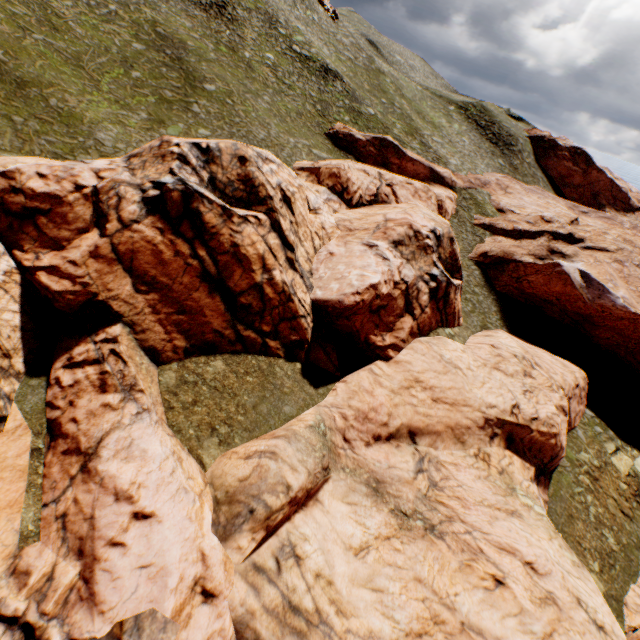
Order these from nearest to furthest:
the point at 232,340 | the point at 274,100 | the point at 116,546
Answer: the point at 116,546 < the point at 232,340 < the point at 274,100
